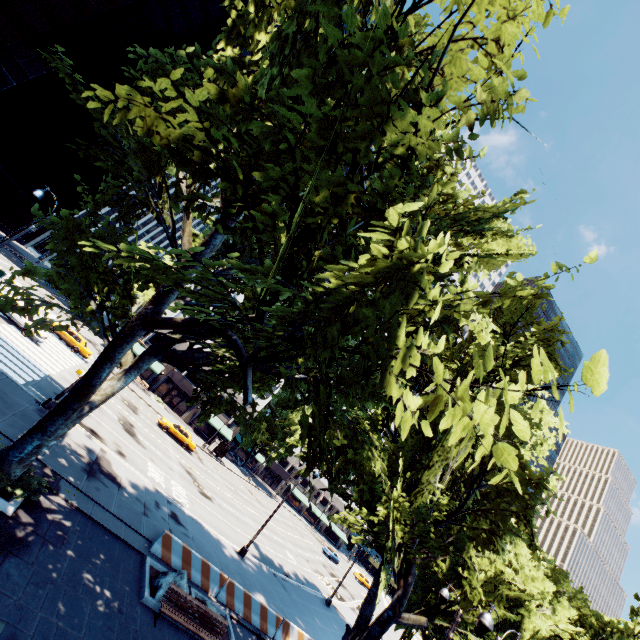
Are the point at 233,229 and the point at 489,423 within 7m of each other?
yes

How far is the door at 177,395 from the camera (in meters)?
51.59

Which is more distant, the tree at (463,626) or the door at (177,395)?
the door at (177,395)

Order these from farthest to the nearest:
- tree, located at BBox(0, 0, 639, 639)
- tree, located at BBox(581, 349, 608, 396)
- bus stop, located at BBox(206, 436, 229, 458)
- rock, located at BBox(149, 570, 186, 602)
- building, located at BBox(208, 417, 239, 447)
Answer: building, located at BBox(208, 417, 239, 447) < bus stop, located at BBox(206, 436, 229, 458) < rock, located at BBox(149, 570, 186, 602) < tree, located at BBox(0, 0, 639, 639) < tree, located at BBox(581, 349, 608, 396)

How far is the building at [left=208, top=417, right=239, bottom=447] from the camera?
53.1m

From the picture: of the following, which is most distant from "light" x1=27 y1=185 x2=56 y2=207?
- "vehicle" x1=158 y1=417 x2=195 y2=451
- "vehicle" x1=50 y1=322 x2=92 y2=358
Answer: "vehicle" x1=158 y1=417 x2=195 y2=451

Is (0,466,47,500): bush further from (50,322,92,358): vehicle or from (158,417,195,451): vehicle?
(158,417,195,451): vehicle

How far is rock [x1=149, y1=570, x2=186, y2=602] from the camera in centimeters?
1161cm
